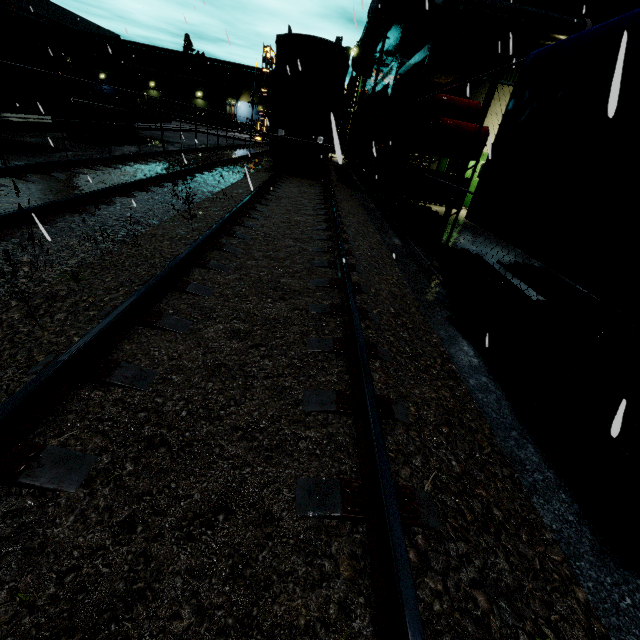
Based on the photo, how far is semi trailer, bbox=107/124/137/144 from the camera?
16.0m

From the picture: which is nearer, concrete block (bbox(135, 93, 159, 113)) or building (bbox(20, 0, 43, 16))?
concrete block (bbox(135, 93, 159, 113))

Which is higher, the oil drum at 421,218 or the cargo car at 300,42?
the cargo car at 300,42

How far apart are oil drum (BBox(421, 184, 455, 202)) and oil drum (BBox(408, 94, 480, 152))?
0.4 meters

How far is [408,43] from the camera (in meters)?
12.75

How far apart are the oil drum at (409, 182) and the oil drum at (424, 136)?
0.4 meters

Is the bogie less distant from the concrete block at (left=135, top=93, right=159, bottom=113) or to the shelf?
the shelf

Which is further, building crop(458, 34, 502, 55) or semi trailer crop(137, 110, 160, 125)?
semi trailer crop(137, 110, 160, 125)
